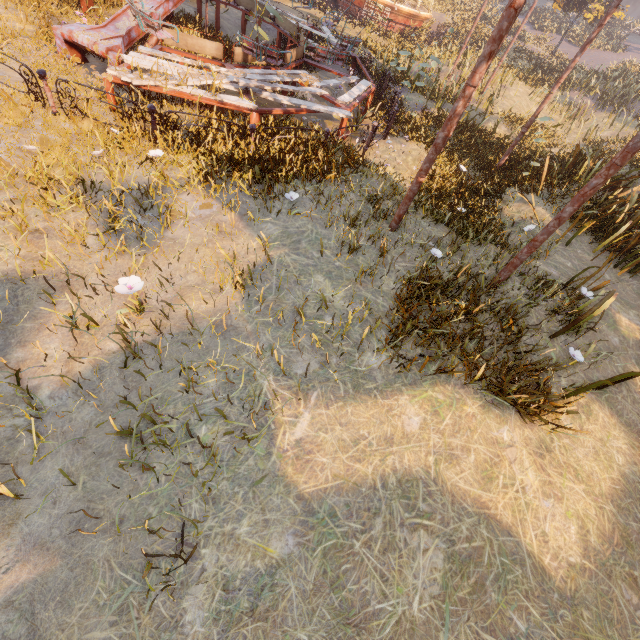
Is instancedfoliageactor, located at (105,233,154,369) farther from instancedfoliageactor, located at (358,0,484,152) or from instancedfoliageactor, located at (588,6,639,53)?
instancedfoliageactor, located at (588,6,639,53)

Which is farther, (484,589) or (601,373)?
(601,373)

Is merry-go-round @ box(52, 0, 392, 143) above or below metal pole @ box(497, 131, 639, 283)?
below

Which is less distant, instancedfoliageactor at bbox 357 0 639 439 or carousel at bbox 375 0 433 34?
instancedfoliageactor at bbox 357 0 639 439

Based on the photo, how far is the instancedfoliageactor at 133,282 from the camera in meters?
3.7

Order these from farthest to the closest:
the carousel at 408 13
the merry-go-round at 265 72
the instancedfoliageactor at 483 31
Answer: the carousel at 408 13 < the instancedfoliageactor at 483 31 < the merry-go-round at 265 72

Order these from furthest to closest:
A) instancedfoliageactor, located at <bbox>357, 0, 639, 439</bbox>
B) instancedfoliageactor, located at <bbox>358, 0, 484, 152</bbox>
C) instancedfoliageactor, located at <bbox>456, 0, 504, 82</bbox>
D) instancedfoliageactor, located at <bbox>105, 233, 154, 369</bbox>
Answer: instancedfoliageactor, located at <bbox>456, 0, 504, 82</bbox>
instancedfoliageactor, located at <bbox>358, 0, 484, 152</bbox>
instancedfoliageactor, located at <bbox>357, 0, 639, 439</bbox>
instancedfoliageactor, located at <bbox>105, 233, 154, 369</bbox>

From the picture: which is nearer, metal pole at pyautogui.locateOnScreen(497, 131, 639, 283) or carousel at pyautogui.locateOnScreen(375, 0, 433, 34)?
metal pole at pyautogui.locateOnScreen(497, 131, 639, 283)
